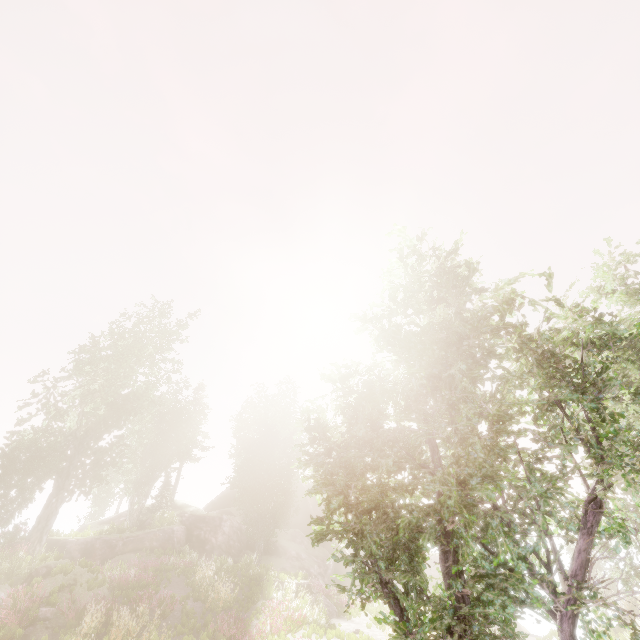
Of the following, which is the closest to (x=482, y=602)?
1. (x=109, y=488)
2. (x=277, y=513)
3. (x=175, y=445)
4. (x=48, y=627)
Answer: (x=48, y=627)

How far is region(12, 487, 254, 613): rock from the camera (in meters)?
14.43

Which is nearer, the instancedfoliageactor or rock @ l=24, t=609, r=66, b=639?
the instancedfoliageactor

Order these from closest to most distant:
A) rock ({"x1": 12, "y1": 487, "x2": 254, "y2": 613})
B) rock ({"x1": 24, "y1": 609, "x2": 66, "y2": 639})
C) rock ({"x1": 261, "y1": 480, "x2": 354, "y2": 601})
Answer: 1. rock ({"x1": 24, "y1": 609, "x2": 66, "y2": 639})
2. rock ({"x1": 12, "y1": 487, "x2": 254, "y2": 613})
3. rock ({"x1": 261, "y1": 480, "x2": 354, "y2": 601})

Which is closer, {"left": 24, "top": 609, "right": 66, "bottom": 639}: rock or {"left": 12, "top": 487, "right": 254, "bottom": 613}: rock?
{"left": 24, "top": 609, "right": 66, "bottom": 639}: rock

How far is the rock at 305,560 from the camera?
29.3 meters

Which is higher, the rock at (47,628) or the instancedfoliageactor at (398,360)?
the instancedfoliageactor at (398,360)

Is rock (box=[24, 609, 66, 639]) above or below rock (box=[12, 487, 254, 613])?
below
